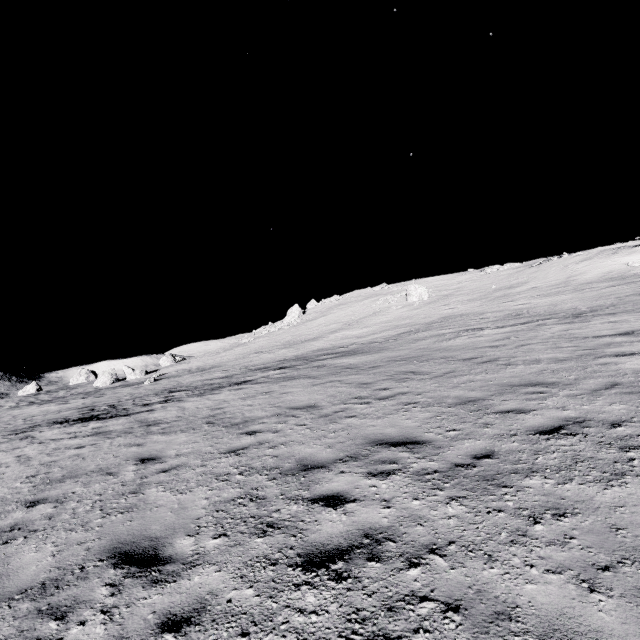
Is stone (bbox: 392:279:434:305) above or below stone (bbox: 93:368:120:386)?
above

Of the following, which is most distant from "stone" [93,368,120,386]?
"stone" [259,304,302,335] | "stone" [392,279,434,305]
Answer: "stone" [392,279,434,305]

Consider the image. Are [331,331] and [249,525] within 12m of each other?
no

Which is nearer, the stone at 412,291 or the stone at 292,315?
the stone at 412,291

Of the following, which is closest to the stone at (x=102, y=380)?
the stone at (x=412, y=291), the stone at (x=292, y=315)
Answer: the stone at (x=292, y=315)

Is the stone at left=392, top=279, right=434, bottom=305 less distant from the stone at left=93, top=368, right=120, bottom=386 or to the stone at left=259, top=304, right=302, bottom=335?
the stone at left=259, top=304, right=302, bottom=335

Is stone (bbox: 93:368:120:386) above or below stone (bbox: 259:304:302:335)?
below

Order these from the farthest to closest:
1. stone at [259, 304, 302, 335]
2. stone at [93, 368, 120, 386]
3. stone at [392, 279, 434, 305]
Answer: stone at [259, 304, 302, 335] → stone at [93, 368, 120, 386] → stone at [392, 279, 434, 305]
